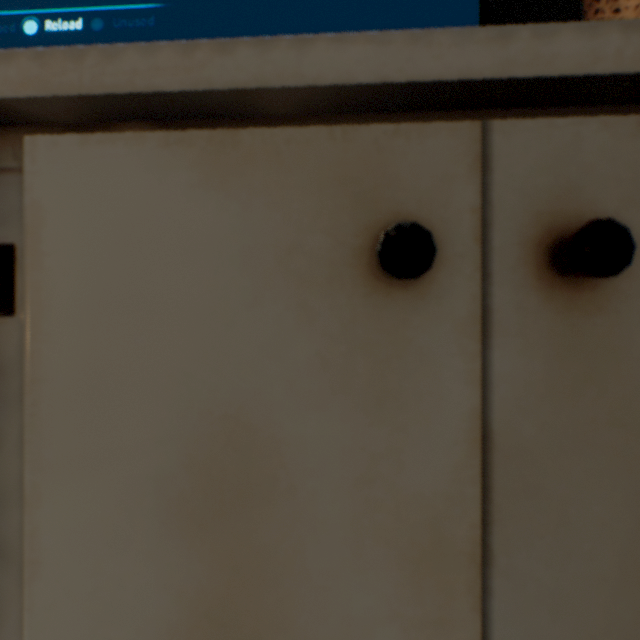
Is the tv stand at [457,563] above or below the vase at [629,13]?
below

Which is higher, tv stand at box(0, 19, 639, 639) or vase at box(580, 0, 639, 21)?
vase at box(580, 0, 639, 21)

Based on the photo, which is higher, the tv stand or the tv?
the tv

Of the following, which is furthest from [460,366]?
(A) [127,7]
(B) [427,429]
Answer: (A) [127,7]

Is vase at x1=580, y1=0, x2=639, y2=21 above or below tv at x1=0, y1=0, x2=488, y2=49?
below

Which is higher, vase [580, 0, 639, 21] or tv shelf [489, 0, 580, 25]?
tv shelf [489, 0, 580, 25]

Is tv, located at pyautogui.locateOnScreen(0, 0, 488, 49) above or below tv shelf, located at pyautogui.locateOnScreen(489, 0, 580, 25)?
below

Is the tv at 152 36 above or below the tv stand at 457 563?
above
